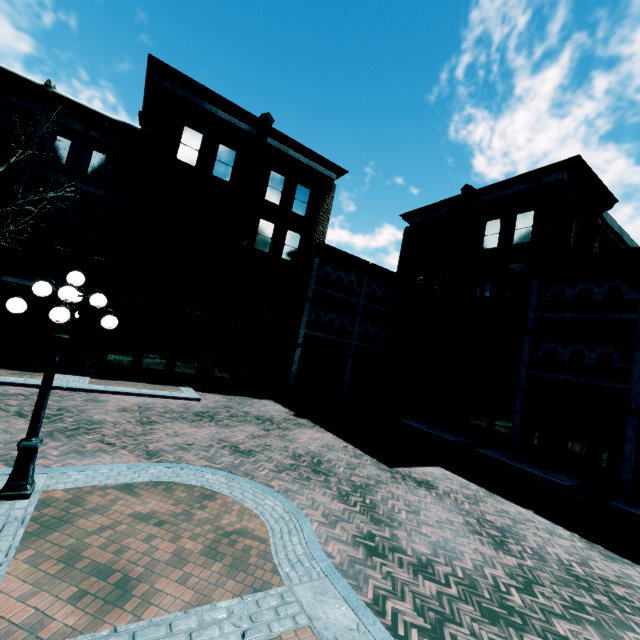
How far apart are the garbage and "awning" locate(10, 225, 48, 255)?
5.15m

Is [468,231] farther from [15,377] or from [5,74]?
[5,74]

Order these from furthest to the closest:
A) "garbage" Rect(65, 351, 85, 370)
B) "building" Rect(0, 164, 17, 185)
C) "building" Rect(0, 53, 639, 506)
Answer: "building" Rect(0, 164, 17, 185) < "garbage" Rect(65, 351, 85, 370) < "building" Rect(0, 53, 639, 506)

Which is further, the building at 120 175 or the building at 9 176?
the building at 9 176

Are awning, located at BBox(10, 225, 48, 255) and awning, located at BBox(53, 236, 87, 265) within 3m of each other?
yes

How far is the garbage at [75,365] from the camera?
15.0 meters

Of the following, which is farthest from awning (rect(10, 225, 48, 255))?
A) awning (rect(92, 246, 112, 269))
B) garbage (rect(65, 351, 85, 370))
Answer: garbage (rect(65, 351, 85, 370))

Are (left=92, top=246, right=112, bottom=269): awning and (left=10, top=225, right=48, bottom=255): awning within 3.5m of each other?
yes
